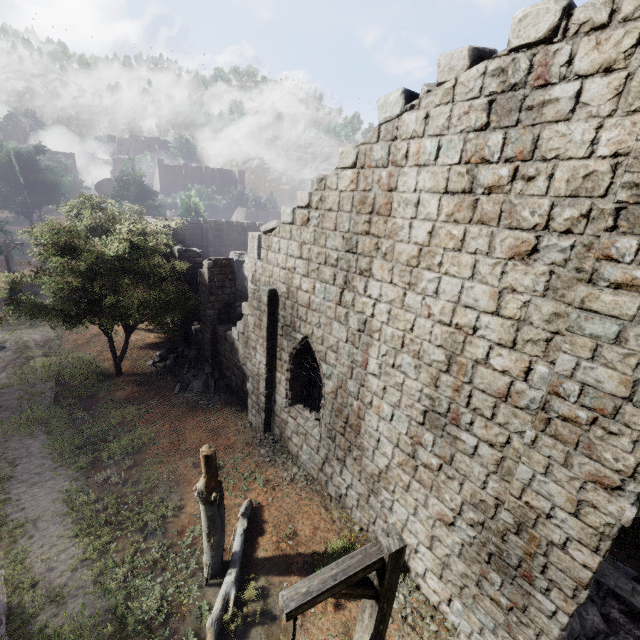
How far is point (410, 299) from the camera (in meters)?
6.79

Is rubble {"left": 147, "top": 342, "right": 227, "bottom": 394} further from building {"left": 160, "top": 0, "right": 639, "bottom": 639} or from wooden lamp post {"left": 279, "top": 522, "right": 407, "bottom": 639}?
wooden lamp post {"left": 279, "top": 522, "right": 407, "bottom": 639}

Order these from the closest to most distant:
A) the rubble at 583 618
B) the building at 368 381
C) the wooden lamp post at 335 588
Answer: the wooden lamp post at 335 588, the building at 368 381, the rubble at 583 618

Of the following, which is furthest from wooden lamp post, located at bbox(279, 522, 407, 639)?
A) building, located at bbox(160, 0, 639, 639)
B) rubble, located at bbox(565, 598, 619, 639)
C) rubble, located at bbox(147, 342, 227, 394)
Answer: rubble, located at bbox(147, 342, 227, 394)

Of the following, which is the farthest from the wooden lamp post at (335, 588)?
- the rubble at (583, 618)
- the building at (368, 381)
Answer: the building at (368, 381)

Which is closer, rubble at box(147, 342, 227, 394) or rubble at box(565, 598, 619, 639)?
rubble at box(565, 598, 619, 639)

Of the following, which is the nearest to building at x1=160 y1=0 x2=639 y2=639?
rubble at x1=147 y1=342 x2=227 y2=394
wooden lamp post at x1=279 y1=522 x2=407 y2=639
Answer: rubble at x1=147 y1=342 x2=227 y2=394

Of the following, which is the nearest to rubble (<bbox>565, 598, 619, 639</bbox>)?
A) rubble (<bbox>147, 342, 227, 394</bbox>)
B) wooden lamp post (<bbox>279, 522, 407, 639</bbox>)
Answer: wooden lamp post (<bbox>279, 522, 407, 639</bbox>)
